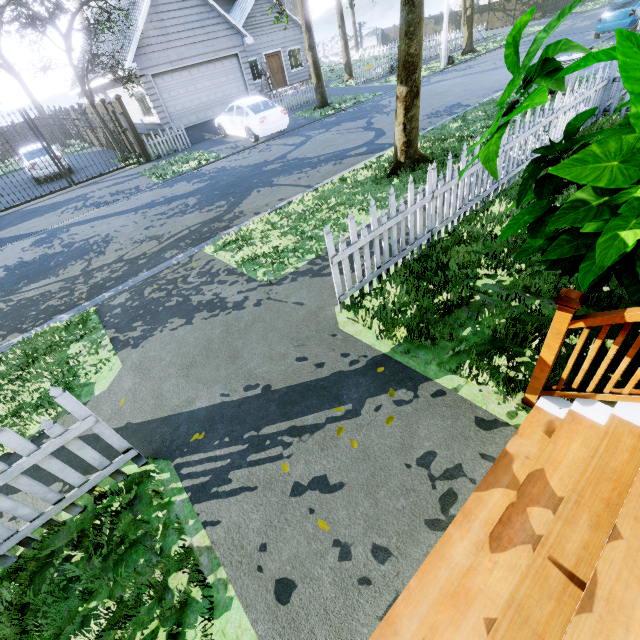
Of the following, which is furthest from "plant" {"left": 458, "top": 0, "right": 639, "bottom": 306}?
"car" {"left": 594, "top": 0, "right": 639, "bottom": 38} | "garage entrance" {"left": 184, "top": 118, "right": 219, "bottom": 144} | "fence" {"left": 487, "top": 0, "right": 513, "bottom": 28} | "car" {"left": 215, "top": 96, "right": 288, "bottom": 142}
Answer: "car" {"left": 594, "top": 0, "right": 639, "bottom": 38}

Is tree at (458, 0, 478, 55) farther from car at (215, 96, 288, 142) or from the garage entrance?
car at (215, 96, 288, 142)

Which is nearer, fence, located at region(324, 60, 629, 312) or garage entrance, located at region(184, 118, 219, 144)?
fence, located at region(324, 60, 629, 312)

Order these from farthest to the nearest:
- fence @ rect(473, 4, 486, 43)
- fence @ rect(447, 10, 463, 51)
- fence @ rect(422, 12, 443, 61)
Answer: fence @ rect(473, 4, 486, 43) < fence @ rect(447, 10, 463, 51) < fence @ rect(422, 12, 443, 61)

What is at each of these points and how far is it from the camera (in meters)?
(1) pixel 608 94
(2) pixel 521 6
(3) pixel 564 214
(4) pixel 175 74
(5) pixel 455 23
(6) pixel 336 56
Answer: (1) fence, 7.38
(2) fence, 33.06
(3) plant, 1.85
(4) garage door, 16.11
(5) fence, 37.94
(6) fence, 38.69

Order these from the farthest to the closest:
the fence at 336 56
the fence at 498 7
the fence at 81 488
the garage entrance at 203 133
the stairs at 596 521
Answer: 1. the fence at 336 56
2. the fence at 498 7
3. the garage entrance at 203 133
4. the fence at 81 488
5. the stairs at 596 521

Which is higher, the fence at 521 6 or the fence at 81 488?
the fence at 521 6

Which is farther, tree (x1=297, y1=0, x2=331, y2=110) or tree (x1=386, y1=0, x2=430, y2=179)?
tree (x1=297, y1=0, x2=331, y2=110)
